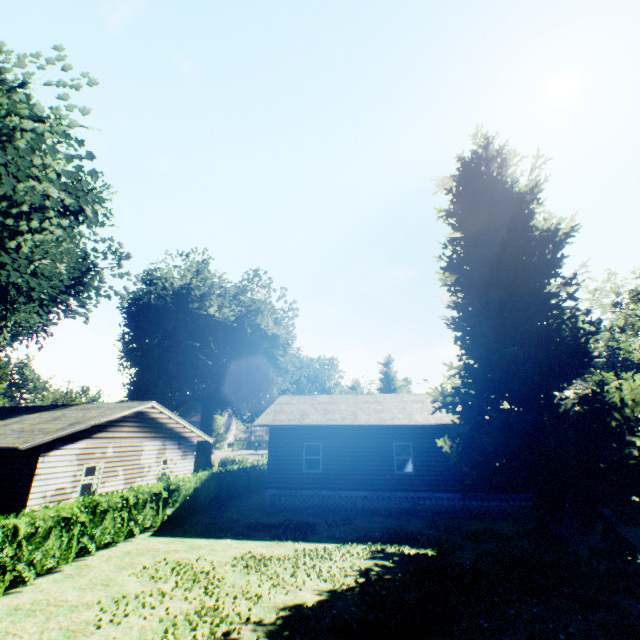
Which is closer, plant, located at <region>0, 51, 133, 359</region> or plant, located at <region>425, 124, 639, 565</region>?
plant, located at <region>0, 51, 133, 359</region>

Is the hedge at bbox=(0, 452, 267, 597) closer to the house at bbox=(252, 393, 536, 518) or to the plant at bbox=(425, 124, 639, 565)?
the plant at bbox=(425, 124, 639, 565)

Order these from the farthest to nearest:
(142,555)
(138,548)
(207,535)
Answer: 1. (207,535)
2. (138,548)
3. (142,555)

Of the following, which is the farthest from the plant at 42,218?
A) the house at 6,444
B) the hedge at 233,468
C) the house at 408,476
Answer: the house at 6,444

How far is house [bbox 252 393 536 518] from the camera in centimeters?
1672cm

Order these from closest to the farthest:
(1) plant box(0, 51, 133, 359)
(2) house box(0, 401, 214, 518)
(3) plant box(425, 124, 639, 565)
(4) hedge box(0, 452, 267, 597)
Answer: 1. (4) hedge box(0, 452, 267, 597)
2. (1) plant box(0, 51, 133, 359)
3. (3) plant box(425, 124, 639, 565)
4. (2) house box(0, 401, 214, 518)

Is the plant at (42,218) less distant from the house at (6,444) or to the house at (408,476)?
the house at (408,476)
